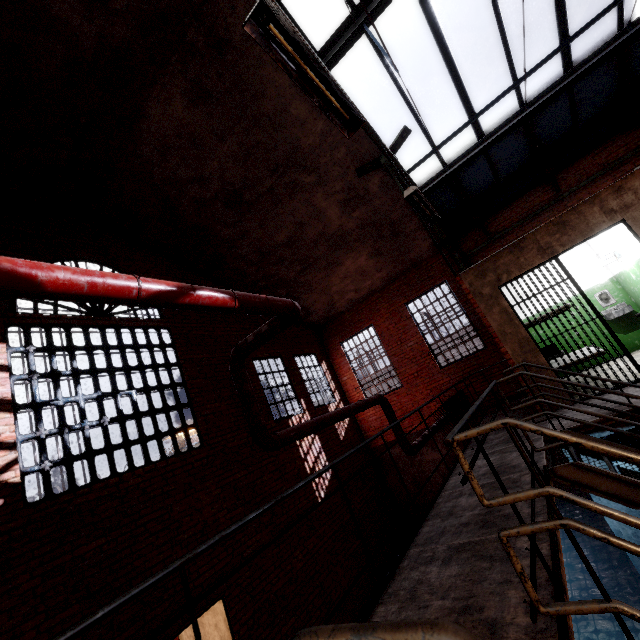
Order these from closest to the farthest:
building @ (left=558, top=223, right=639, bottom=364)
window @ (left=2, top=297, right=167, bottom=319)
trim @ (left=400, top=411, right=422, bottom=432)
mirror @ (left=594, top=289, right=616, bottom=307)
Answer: window @ (left=2, top=297, right=167, bottom=319) < building @ (left=558, top=223, right=639, bottom=364) < mirror @ (left=594, top=289, right=616, bottom=307) < trim @ (left=400, top=411, right=422, bottom=432)

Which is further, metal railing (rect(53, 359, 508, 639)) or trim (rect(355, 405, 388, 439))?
trim (rect(355, 405, 388, 439))

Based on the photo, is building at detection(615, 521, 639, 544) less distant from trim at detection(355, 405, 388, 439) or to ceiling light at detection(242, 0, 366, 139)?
trim at detection(355, 405, 388, 439)

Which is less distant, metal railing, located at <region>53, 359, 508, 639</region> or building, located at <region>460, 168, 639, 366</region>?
metal railing, located at <region>53, 359, 508, 639</region>

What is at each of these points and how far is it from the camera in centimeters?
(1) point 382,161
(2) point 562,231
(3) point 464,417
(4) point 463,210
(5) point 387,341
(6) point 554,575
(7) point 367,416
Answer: (1) support beam, 766cm
(2) building, 570cm
(3) metal railing, 208cm
(4) window, 983cm
(5) trim, 1162cm
(6) metal railing, 192cm
(7) trim, 1194cm

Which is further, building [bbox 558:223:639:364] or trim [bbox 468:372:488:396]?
trim [bbox 468:372:488:396]

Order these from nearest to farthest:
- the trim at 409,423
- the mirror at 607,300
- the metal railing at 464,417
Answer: the metal railing at 464,417 < the mirror at 607,300 < the trim at 409,423

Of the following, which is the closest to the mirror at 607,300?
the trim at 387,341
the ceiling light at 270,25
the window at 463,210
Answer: the trim at 387,341
